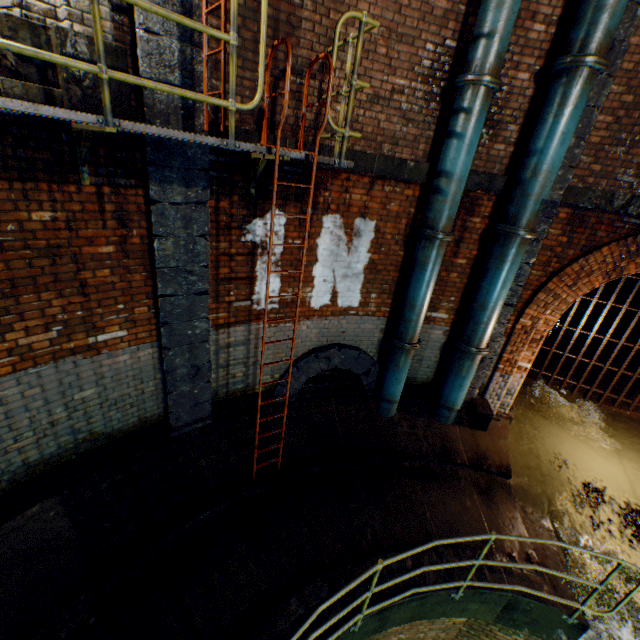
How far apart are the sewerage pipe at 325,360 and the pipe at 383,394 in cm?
Result: 16

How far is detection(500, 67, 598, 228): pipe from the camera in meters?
4.2

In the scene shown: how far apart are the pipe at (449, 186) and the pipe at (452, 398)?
2.20m

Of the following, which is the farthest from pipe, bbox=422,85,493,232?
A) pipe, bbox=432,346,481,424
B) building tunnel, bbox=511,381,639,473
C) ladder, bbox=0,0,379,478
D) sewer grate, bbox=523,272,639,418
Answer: sewer grate, bbox=523,272,639,418

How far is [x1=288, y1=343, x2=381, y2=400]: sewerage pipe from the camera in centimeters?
601cm

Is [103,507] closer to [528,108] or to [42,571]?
[42,571]

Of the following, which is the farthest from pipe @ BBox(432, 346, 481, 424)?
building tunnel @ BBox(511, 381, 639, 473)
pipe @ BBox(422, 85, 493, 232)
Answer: pipe @ BBox(422, 85, 493, 232)

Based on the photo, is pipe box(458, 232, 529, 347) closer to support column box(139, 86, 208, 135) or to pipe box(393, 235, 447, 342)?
pipe box(393, 235, 447, 342)
